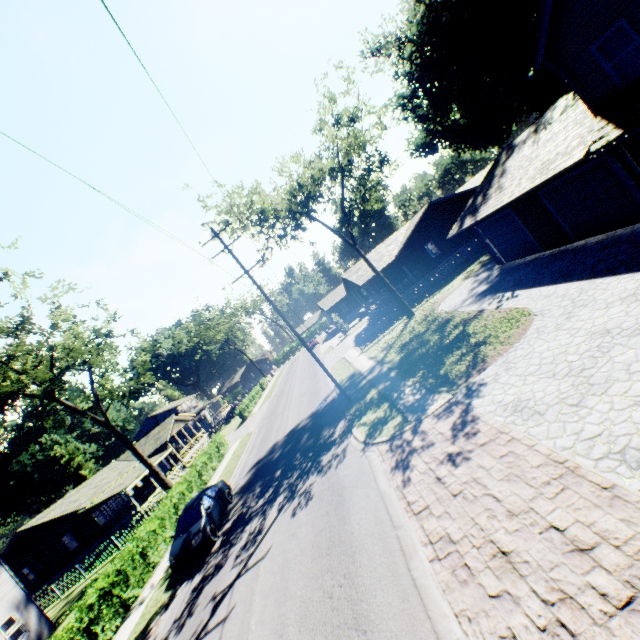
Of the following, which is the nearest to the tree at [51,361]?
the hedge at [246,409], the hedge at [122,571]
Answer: the hedge at [122,571]

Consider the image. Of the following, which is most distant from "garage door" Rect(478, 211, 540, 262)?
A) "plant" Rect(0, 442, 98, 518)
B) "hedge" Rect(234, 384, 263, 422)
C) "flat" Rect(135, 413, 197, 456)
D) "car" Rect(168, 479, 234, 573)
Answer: "plant" Rect(0, 442, 98, 518)

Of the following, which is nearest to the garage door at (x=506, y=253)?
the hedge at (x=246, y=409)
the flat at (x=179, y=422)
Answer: the hedge at (x=246, y=409)

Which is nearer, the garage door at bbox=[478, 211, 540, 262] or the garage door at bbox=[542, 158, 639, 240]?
the garage door at bbox=[542, 158, 639, 240]

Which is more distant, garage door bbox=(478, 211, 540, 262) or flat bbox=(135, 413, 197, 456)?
flat bbox=(135, 413, 197, 456)

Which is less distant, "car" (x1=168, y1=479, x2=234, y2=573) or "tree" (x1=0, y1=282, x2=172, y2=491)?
"car" (x1=168, y1=479, x2=234, y2=573)

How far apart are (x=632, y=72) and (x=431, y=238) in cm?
2206

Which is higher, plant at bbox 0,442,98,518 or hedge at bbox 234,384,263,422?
plant at bbox 0,442,98,518
